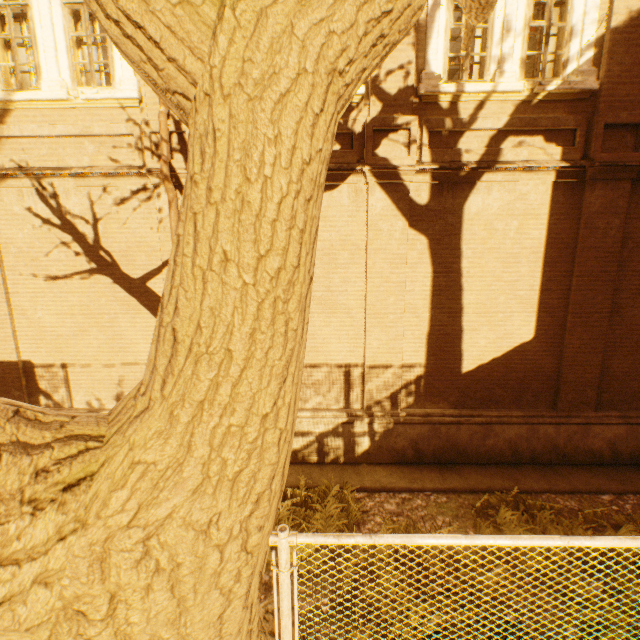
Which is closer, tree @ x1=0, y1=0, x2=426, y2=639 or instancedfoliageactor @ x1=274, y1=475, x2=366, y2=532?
tree @ x1=0, y1=0, x2=426, y2=639

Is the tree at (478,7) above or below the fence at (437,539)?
above

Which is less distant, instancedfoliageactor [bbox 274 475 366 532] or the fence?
the fence

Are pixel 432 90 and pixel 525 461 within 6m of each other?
no

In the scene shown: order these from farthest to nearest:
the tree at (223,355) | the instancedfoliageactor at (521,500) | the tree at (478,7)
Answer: the instancedfoliageactor at (521,500), the tree at (478,7), the tree at (223,355)

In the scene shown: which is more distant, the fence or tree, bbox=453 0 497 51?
tree, bbox=453 0 497 51

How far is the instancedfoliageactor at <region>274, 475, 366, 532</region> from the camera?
5.1 meters

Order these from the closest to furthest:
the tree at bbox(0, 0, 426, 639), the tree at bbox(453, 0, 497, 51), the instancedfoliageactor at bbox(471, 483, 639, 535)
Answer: the tree at bbox(0, 0, 426, 639), the tree at bbox(453, 0, 497, 51), the instancedfoliageactor at bbox(471, 483, 639, 535)
